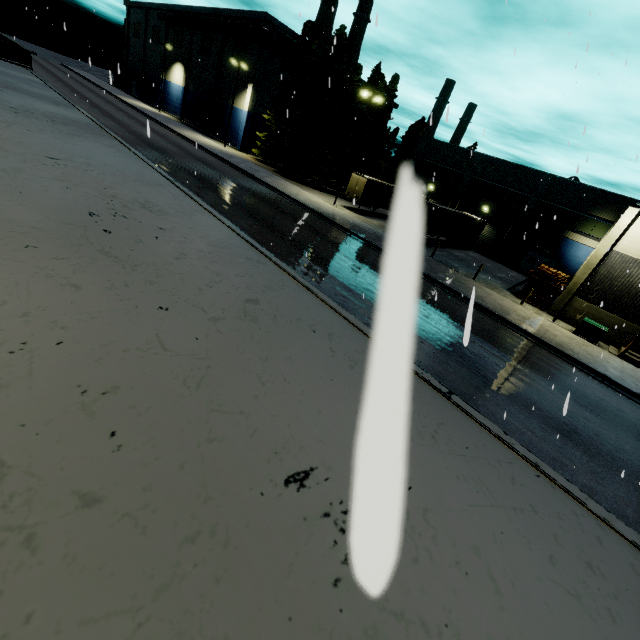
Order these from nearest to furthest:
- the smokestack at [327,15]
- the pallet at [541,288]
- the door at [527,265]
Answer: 1. the pallet at [541,288]
2. the door at [527,265]
3. the smokestack at [327,15]

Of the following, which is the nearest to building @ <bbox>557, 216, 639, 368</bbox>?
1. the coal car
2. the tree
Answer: the tree

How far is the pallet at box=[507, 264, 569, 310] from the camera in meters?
23.0

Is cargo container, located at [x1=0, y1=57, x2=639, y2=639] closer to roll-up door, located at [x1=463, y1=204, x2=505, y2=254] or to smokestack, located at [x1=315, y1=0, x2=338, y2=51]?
roll-up door, located at [x1=463, y1=204, x2=505, y2=254]

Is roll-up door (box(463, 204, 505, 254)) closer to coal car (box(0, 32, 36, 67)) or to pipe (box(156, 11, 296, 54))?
pipe (box(156, 11, 296, 54))

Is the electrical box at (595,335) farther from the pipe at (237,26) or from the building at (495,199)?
the pipe at (237,26)

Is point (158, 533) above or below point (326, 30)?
below

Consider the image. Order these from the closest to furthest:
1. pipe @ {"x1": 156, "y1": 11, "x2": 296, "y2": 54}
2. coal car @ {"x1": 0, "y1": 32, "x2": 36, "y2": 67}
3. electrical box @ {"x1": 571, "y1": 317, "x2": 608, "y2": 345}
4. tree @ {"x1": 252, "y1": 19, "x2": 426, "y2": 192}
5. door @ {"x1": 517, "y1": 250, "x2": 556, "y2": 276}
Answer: coal car @ {"x1": 0, "y1": 32, "x2": 36, "y2": 67}, electrical box @ {"x1": 571, "y1": 317, "x2": 608, "y2": 345}, door @ {"x1": 517, "y1": 250, "x2": 556, "y2": 276}, tree @ {"x1": 252, "y1": 19, "x2": 426, "y2": 192}, pipe @ {"x1": 156, "y1": 11, "x2": 296, "y2": 54}
